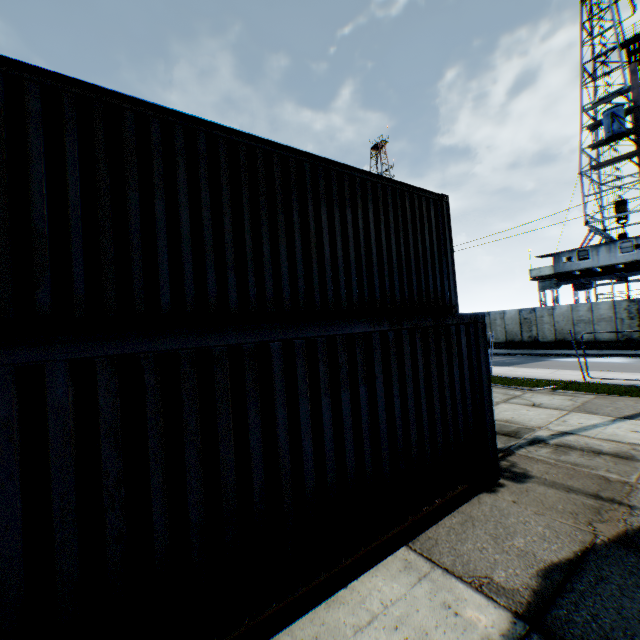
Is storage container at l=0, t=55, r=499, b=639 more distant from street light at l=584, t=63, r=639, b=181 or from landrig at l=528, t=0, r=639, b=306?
landrig at l=528, t=0, r=639, b=306

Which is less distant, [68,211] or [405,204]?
[68,211]

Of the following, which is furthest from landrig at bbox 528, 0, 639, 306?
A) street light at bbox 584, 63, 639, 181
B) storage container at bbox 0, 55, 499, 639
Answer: storage container at bbox 0, 55, 499, 639

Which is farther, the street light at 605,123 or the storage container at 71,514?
the street light at 605,123

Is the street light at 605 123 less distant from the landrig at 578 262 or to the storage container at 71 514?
the storage container at 71 514
